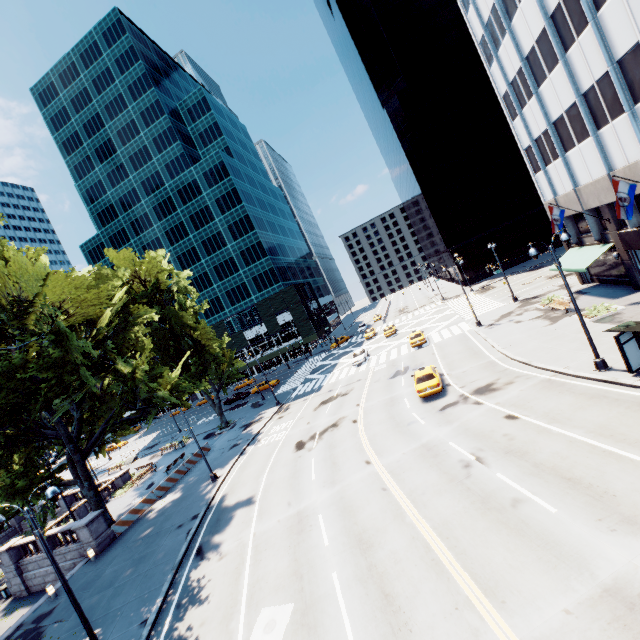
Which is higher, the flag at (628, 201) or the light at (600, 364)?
the flag at (628, 201)

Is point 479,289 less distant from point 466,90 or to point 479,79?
point 466,90

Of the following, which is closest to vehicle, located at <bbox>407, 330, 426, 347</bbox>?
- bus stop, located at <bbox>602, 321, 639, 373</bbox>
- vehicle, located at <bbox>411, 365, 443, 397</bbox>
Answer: vehicle, located at <bbox>411, 365, 443, 397</bbox>

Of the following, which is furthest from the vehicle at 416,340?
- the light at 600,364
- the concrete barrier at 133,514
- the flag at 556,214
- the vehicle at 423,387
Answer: the concrete barrier at 133,514

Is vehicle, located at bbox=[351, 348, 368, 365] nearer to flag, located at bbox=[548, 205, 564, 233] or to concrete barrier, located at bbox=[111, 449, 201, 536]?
concrete barrier, located at bbox=[111, 449, 201, 536]

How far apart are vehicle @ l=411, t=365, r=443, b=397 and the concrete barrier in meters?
23.1

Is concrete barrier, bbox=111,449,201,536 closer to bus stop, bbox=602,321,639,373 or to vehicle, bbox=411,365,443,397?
vehicle, bbox=411,365,443,397

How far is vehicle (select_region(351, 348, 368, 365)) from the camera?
41.41m
